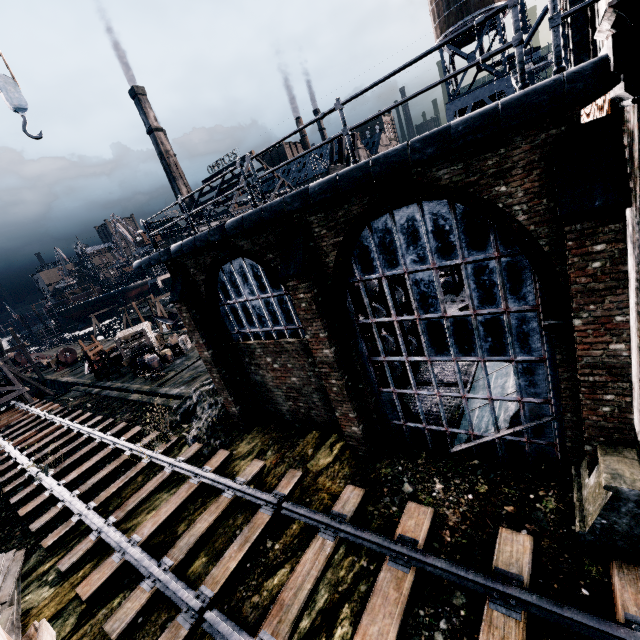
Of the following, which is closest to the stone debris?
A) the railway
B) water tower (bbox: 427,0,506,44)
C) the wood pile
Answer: the railway

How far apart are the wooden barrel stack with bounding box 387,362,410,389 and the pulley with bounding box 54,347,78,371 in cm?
4604

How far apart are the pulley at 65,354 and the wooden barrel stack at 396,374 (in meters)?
46.04

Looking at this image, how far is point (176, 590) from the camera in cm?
793

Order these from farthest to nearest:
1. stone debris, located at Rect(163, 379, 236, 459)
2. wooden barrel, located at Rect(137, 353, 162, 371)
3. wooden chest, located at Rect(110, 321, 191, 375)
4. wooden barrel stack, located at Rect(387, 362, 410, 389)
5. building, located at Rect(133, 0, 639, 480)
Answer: wooden chest, located at Rect(110, 321, 191, 375) < wooden barrel, located at Rect(137, 353, 162, 371) < stone debris, located at Rect(163, 379, 236, 459) < wooden barrel stack, located at Rect(387, 362, 410, 389) < building, located at Rect(133, 0, 639, 480)

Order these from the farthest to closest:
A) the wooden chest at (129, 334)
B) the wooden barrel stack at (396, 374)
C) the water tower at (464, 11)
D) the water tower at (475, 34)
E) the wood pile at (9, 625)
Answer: the water tower at (475, 34) → the water tower at (464, 11) → the wooden chest at (129, 334) → the wooden barrel stack at (396, 374) → the wood pile at (9, 625)

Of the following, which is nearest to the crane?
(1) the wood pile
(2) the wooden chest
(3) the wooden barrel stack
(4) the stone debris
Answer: (1) the wood pile

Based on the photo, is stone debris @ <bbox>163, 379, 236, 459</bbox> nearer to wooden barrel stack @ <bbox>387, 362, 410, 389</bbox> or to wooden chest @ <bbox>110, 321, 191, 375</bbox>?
wooden barrel stack @ <bbox>387, 362, 410, 389</bbox>
